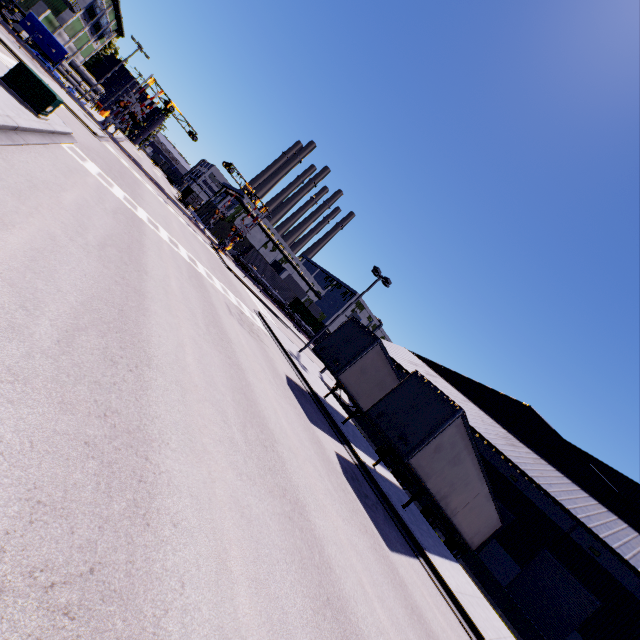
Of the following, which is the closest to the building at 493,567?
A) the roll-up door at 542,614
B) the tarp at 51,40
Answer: the roll-up door at 542,614

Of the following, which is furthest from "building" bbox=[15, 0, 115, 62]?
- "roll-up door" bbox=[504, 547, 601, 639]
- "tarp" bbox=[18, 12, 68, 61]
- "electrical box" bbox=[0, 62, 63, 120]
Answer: "electrical box" bbox=[0, 62, 63, 120]

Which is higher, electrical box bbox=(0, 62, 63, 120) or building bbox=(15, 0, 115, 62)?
building bbox=(15, 0, 115, 62)

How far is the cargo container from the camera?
52.7 meters

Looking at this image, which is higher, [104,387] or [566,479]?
[566,479]

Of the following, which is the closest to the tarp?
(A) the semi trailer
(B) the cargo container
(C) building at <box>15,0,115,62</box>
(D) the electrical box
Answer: (C) building at <box>15,0,115,62</box>

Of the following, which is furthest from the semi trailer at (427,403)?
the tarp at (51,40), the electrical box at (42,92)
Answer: the electrical box at (42,92)

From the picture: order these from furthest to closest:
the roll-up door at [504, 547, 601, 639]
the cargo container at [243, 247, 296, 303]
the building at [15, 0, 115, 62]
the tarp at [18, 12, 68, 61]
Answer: the cargo container at [243, 247, 296, 303] → the building at [15, 0, 115, 62] → the tarp at [18, 12, 68, 61] → the roll-up door at [504, 547, 601, 639]
